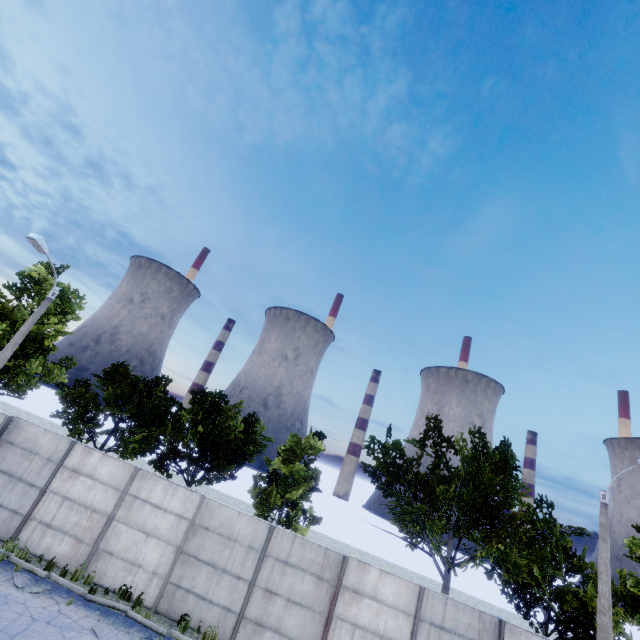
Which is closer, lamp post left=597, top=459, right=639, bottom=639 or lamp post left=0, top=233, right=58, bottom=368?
lamp post left=597, top=459, right=639, bottom=639

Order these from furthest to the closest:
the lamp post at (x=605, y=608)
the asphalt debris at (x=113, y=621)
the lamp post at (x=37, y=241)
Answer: the lamp post at (x=37, y=241) → the lamp post at (x=605, y=608) → the asphalt debris at (x=113, y=621)

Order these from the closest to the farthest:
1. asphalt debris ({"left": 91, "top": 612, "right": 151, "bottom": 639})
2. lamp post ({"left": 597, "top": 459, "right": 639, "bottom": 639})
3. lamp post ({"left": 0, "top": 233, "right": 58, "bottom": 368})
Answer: asphalt debris ({"left": 91, "top": 612, "right": 151, "bottom": 639})
lamp post ({"left": 597, "top": 459, "right": 639, "bottom": 639})
lamp post ({"left": 0, "top": 233, "right": 58, "bottom": 368})

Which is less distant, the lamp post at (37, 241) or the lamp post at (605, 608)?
the lamp post at (605, 608)

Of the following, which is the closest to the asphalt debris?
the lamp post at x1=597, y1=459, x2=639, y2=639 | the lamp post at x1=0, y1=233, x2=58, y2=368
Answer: the lamp post at x1=0, y1=233, x2=58, y2=368

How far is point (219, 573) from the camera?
11.4m

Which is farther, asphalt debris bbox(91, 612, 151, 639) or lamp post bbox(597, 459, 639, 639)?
lamp post bbox(597, 459, 639, 639)
